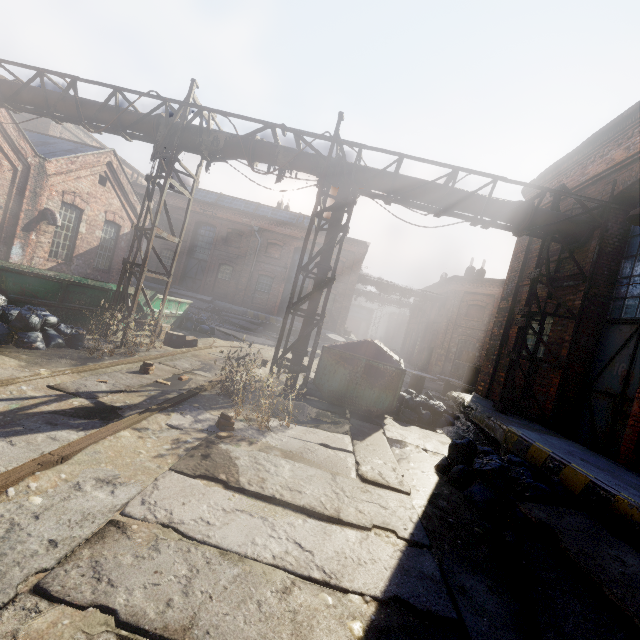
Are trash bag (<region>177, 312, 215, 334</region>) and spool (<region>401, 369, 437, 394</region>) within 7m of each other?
no

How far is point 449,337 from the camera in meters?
24.1

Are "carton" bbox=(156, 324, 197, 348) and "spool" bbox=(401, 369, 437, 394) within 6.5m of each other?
no

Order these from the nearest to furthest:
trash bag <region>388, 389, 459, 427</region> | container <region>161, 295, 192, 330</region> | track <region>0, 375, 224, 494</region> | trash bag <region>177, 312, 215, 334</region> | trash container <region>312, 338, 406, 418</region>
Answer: track <region>0, 375, 224, 494</region>
trash container <region>312, 338, 406, 418</region>
trash bag <region>388, 389, 459, 427</region>
container <region>161, 295, 192, 330</region>
trash bag <region>177, 312, 215, 334</region>

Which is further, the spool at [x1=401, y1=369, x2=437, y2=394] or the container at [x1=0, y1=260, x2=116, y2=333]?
the spool at [x1=401, y1=369, x2=437, y2=394]

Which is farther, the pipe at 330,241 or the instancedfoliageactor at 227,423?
the pipe at 330,241

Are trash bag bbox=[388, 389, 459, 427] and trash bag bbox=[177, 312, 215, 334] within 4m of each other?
no

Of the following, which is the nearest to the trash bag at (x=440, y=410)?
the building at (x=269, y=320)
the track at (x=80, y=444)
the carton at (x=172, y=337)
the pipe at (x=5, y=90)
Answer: the pipe at (x=5, y=90)
